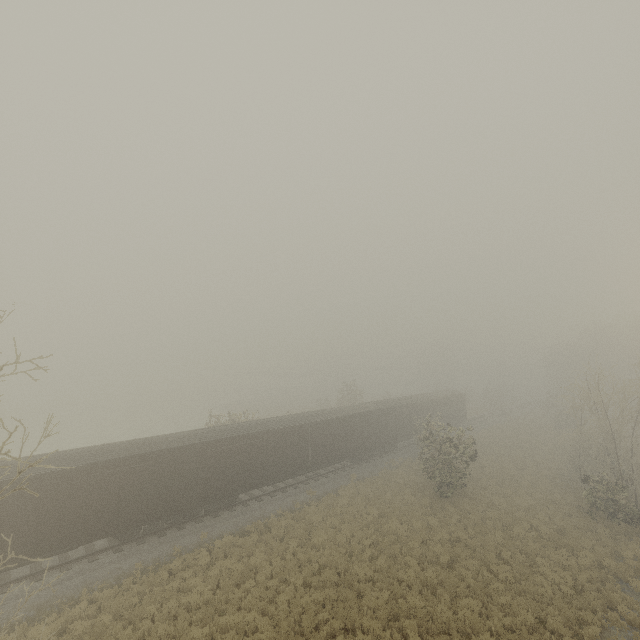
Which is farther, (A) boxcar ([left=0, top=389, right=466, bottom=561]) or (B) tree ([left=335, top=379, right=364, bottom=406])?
(B) tree ([left=335, top=379, right=364, bottom=406])

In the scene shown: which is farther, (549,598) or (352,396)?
(352,396)

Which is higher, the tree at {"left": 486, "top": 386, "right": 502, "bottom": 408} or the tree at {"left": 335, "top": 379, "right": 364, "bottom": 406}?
the tree at {"left": 335, "top": 379, "right": 364, "bottom": 406}

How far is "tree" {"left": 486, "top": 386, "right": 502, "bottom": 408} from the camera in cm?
5838

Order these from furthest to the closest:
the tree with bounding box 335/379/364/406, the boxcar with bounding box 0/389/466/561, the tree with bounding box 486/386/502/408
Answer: the tree with bounding box 486/386/502/408, the tree with bounding box 335/379/364/406, the boxcar with bounding box 0/389/466/561

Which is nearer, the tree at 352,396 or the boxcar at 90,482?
the boxcar at 90,482
